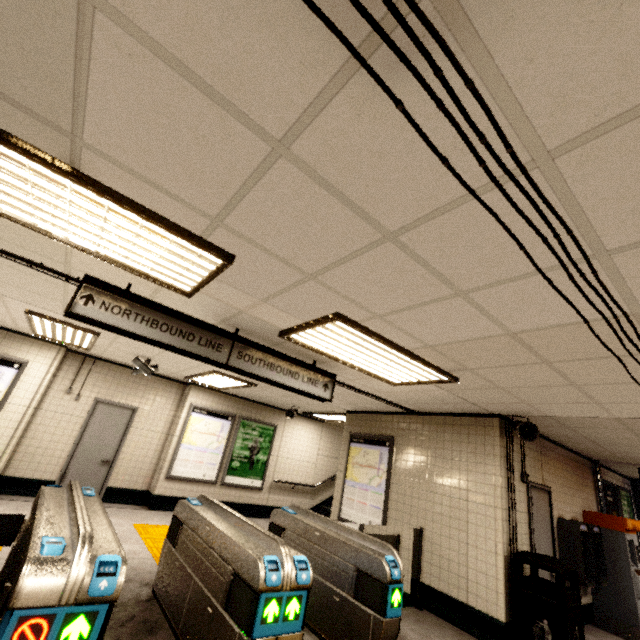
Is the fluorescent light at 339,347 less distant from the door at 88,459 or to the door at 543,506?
the door at 543,506

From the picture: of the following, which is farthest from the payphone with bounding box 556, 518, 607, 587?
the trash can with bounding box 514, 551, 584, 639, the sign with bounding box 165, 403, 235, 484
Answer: the sign with bounding box 165, 403, 235, 484

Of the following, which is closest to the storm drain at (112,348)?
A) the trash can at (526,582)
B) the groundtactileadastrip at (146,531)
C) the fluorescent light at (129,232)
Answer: the fluorescent light at (129,232)

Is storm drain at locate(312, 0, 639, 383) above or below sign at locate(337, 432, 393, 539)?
above

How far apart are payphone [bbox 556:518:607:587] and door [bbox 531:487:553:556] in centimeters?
32cm

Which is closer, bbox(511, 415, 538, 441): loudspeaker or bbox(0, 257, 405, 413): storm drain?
bbox(0, 257, 405, 413): storm drain

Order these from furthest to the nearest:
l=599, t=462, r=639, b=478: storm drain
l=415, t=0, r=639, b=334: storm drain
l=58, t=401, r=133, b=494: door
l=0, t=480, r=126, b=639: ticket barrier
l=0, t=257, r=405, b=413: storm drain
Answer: l=599, t=462, r=639, b=478: storm drain < l=58, t=401, r=133, b=494: door < l=0, t=257, r=405, b=413: storm drain < l=0, t=480, r=126, b=639: ticket barrier < l=415, t=0, r=639, b=334: storm drain

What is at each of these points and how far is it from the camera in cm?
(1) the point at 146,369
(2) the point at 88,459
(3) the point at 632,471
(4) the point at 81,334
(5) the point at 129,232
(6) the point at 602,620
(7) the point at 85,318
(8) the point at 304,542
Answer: (1) window, 643
(2) door, 712
(3) storm drain, 804
(4) fluorescent light, 548
(5) fluorescent light, 221
(6) ticket machine, 577
(7) sign, 280
(8) ticket barrier, 426
